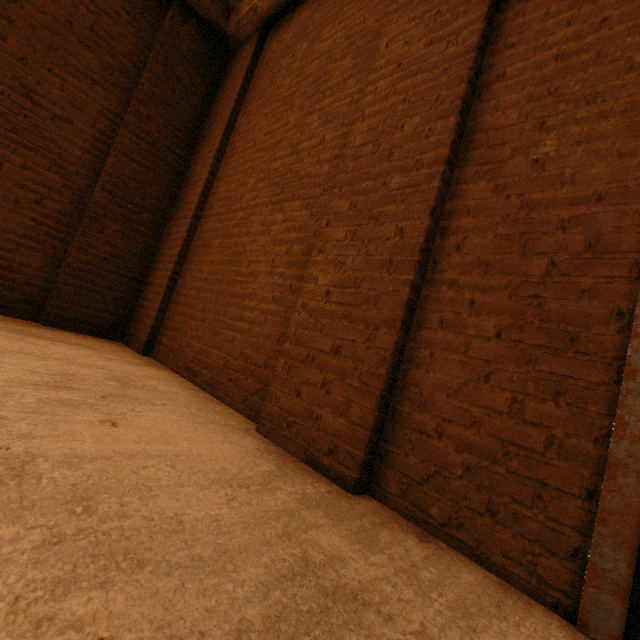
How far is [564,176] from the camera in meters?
1.3
